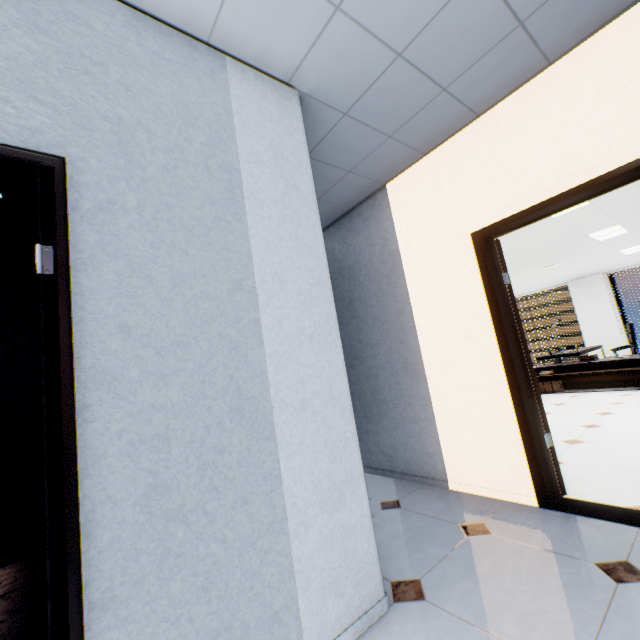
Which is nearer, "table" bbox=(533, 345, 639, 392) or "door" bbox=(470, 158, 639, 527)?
"door" bbox=(470, 158, 639, 527)

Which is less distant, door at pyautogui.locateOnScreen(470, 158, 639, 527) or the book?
door at pyautogui.locateOnScreen(470, 158, 639, 527)

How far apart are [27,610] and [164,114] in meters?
3.1

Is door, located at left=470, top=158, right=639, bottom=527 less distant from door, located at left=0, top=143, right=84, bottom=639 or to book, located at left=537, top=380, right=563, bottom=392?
door, located at left=0, top=143, right=84, bottom=639

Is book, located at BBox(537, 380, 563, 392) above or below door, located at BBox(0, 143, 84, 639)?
below

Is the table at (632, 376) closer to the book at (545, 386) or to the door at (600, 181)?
the book at (545, 386)

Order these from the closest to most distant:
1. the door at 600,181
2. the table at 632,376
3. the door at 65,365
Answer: the door at 65,365, the door at 600,181, the table at 632,376

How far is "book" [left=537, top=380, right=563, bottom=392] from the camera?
6.6m
